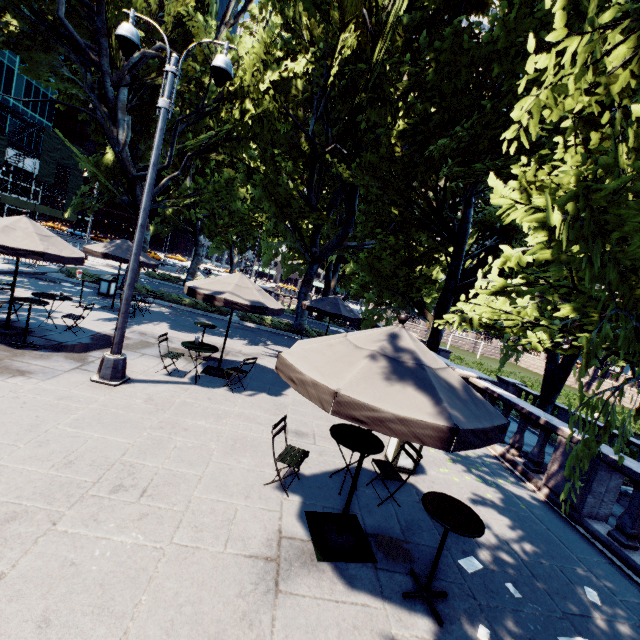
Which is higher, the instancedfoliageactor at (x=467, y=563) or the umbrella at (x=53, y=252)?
the umbrella at (x=53, y=252)

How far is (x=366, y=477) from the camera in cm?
604

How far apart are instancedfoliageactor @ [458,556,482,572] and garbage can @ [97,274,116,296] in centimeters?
1739cm

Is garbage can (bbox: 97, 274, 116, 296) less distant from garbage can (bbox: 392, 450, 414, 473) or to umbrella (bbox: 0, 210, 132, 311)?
umbrella (bbox: 0, 210, 132, 311)

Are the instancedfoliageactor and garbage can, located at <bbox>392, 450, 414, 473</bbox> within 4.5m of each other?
yes

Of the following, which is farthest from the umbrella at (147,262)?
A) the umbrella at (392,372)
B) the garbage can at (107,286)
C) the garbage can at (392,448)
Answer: the garbage can at (392,448)

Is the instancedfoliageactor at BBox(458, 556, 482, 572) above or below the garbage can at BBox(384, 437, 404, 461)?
below

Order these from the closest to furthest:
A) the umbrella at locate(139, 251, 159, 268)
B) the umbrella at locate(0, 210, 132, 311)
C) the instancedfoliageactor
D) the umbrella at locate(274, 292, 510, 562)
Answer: the umbrella at locate(274, 292, 510, 562)
the instancedfoliageactor
the umbrella at locate(0, 210, 132, 311)
the umbrella at locate(139, 251, 159, 268)
